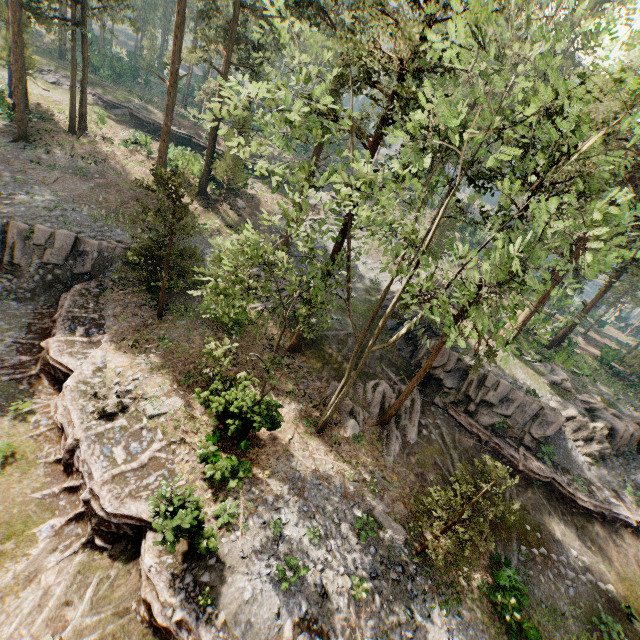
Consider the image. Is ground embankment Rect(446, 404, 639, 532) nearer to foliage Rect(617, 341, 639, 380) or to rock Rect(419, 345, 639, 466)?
rock Rect(419, 345, 639, 466)

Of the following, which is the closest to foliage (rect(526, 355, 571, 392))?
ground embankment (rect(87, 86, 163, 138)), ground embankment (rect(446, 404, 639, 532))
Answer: ground embankment (rect(446, 404, 639, 532))

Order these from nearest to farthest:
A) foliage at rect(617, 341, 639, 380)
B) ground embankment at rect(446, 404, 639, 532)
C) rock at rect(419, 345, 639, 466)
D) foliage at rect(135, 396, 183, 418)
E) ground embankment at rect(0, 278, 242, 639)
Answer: ground embankment at rect(0, 278, 242, 639) → foliage at rect(135, 396, 183, 418) → ground embankment at rect(446, 404, 639, 532) → rock at rect(419, 345, 639, 466) → foliage at rect(617, 341, 639, 380)

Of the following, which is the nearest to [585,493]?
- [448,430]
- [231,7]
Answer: [448,430]

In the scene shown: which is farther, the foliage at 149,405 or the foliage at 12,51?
the foliage at 12,51

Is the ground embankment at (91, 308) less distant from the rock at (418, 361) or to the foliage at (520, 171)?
the foliage at (520, 171)

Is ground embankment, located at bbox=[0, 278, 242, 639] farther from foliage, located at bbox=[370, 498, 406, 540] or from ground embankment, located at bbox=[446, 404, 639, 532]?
ground embankment, located at bbox=[446, 404, 639, 532]

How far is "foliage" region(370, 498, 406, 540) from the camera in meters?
15.4
